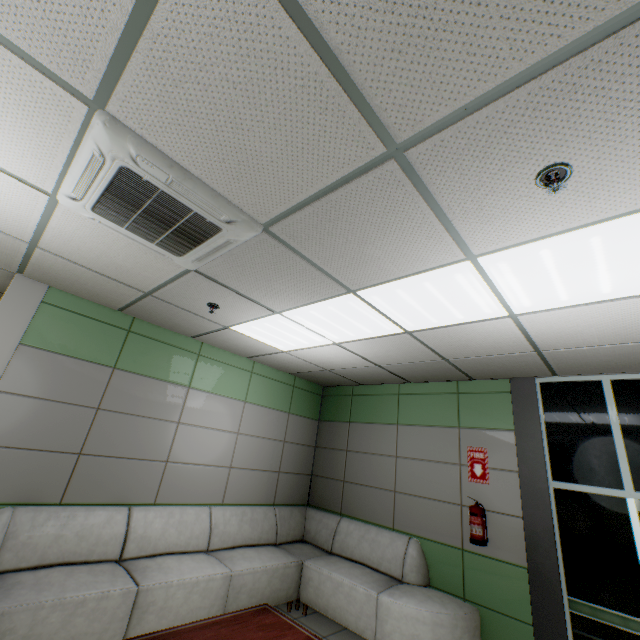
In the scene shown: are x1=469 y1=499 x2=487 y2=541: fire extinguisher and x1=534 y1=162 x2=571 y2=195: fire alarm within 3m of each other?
no

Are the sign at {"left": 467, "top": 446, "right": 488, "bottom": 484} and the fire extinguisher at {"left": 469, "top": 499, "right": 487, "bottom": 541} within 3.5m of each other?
yes

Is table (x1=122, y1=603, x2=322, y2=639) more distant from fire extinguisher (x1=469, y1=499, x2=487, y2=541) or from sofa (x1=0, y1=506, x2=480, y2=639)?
fire extinguisher (x1=469, y1=499, x2=487, y2=541)

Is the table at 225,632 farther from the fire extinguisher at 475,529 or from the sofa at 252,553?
the fire extinguisher at 475,529

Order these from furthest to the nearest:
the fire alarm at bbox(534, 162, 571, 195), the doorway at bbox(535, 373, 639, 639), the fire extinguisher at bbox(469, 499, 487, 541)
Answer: the fire extinguisher at bbox(469, 499, 487, 541), the doorway at bbox(535, 373, 639, 639), the fire alarm at bbox(534, 162, 571, 195)

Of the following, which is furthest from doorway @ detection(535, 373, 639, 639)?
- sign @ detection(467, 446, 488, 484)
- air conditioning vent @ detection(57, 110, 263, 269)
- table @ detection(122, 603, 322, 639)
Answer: air conditioning vent @ detection(57, 110, 263, 269)

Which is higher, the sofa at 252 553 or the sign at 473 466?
the sign at 473 466

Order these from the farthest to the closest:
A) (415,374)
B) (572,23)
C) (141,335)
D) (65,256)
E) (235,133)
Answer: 1. (415,374)
2. (141,335)
3. (65,256)
4. (235,133)
5. (572,23)
